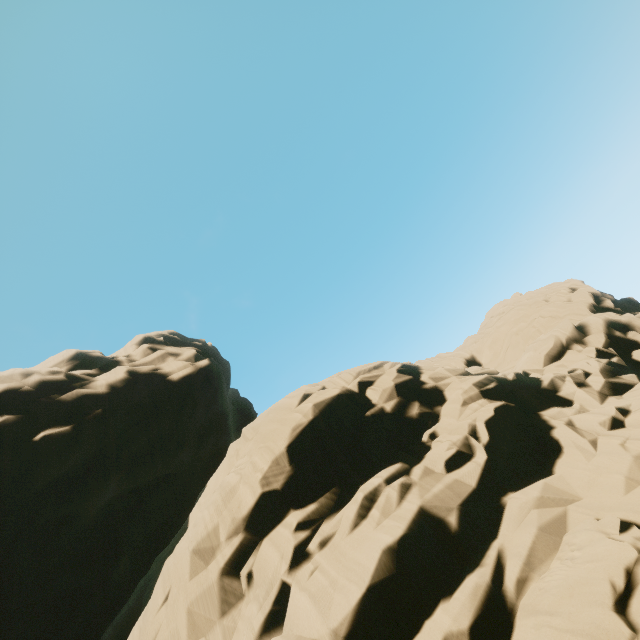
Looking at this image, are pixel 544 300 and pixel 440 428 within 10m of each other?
no
